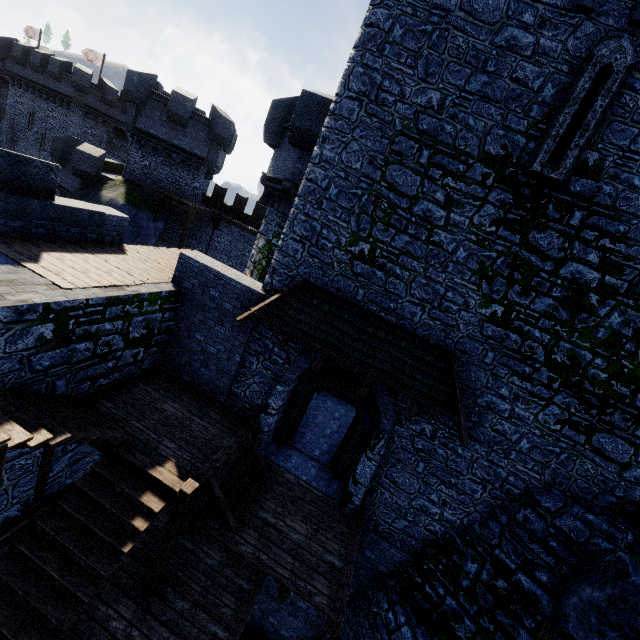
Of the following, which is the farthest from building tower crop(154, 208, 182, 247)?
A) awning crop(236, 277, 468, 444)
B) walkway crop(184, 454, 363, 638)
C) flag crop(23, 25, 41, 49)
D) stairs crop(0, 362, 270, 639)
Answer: flag crop(23, 25, 41, 49)

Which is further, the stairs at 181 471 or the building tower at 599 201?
the building tower at 599 201

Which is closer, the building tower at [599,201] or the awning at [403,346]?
the building tower at [599,201]

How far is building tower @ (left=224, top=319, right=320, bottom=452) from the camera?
9.21m

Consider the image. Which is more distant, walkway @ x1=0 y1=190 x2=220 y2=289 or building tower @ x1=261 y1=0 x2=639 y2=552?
walkway @ x1=0 y1=190 x2=220 y2=289

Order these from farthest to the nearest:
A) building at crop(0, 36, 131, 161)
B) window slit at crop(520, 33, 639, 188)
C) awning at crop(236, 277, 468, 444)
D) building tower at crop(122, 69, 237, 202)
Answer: building at crop(0, 36, 131, 161), building tower at crop(122, 69, 237, 202), awning at crop(236, 277, 468, 444), window slit at crop(520, 33, 639, 188)

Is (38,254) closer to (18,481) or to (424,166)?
(18,481)

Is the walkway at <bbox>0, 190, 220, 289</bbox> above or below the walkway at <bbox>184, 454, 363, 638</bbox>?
above
